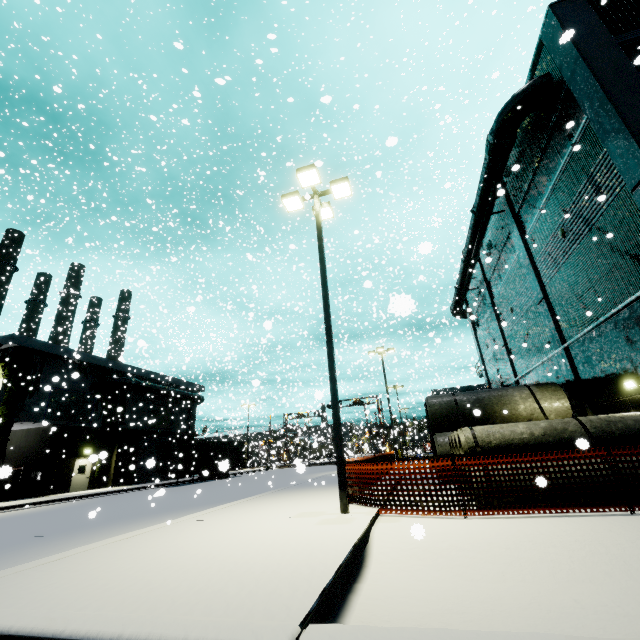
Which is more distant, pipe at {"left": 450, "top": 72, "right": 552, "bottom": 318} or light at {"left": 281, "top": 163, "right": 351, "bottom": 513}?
pipe at {"left": 450, "top": 72, "right": 552, "bottom": 318}

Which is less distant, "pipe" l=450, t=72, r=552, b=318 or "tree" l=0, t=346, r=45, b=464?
"pipe" l=450, t=72, r=552, b=318

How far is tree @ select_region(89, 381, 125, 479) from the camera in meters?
27.2

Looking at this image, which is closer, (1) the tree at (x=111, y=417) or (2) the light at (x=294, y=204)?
(2) the light at (x=294, y=204)

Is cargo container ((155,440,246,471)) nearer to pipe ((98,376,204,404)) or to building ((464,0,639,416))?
pipe ((98,376,204,404))

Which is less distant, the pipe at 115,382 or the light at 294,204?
the light at 294,204

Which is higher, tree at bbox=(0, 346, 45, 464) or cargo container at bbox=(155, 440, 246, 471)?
tree at bbox=(0, 346, 45, 464)

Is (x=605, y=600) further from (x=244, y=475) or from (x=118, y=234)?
(x=118, y=234)
